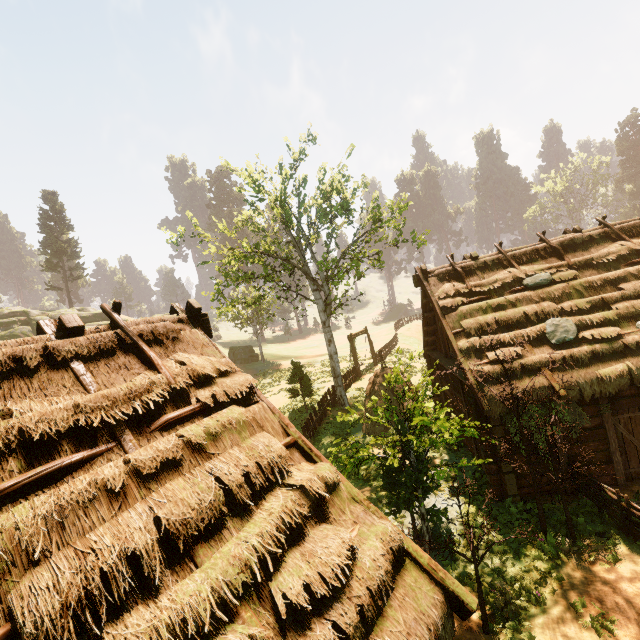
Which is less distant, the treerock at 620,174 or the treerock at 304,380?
the treerock at 304,380

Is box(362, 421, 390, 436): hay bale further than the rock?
No

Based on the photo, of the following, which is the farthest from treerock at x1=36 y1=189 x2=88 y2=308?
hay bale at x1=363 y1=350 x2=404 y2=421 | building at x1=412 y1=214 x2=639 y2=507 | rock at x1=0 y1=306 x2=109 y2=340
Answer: hay bale at x1=363 y1=350 x2=404 y2=421

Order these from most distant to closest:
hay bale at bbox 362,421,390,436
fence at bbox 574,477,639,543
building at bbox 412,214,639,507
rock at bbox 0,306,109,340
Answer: rock at bbox 0,306,109,340, hay bale at bbox 362,421,390,436, building at bbox 412,214,639,507, fence at bbox 574,477,639,543

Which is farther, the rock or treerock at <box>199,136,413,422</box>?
the rock

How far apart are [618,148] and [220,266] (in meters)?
73.96

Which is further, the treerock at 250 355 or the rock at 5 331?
the treerock at 250 355

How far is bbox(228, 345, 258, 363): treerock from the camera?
41.00m
